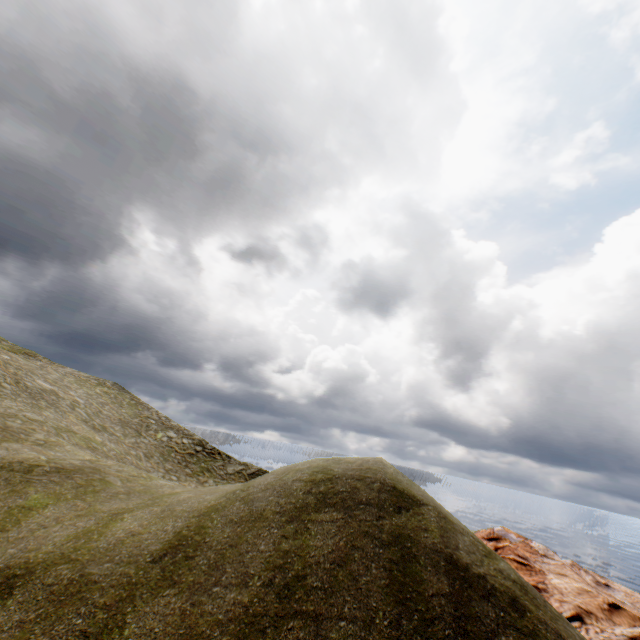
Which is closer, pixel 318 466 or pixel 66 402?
pixel 318 466
